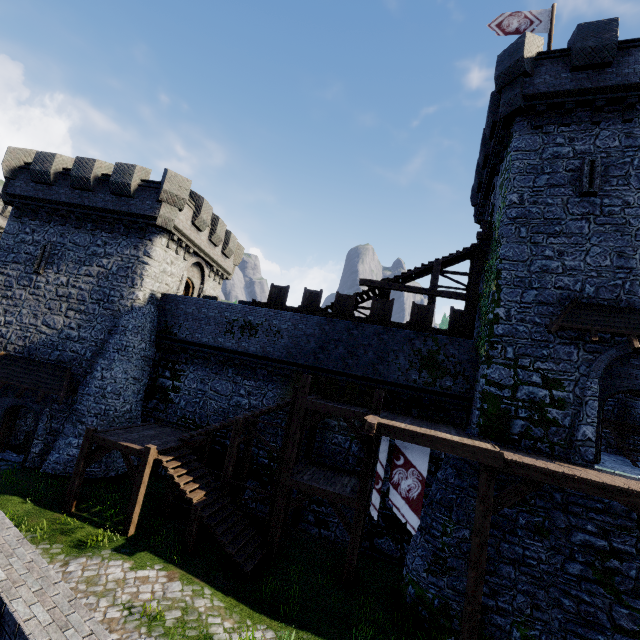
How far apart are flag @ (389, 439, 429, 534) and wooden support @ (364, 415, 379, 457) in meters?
0.8

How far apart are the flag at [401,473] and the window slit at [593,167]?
11.3m

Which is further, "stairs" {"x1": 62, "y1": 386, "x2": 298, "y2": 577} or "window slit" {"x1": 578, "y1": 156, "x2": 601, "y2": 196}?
"window slit" {"x1": 578, "y1": 156, "x2": 601, "y2": 196}

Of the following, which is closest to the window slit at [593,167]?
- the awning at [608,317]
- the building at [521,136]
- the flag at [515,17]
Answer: the building at [521,136]

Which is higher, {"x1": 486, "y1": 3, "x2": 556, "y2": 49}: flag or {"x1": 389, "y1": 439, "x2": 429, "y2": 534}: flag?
{"x1": 486, "y1": 3, "x2": 556, "y2": 49}: flag

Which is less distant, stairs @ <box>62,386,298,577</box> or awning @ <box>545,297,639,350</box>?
awning @ <box>545,297,639,350</box>

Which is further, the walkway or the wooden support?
the wooden support

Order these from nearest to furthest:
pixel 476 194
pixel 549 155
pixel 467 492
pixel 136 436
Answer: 1. pixel 467 492
2. pixel 549 155
3. pixel 136 436
4. pixel 476 194
